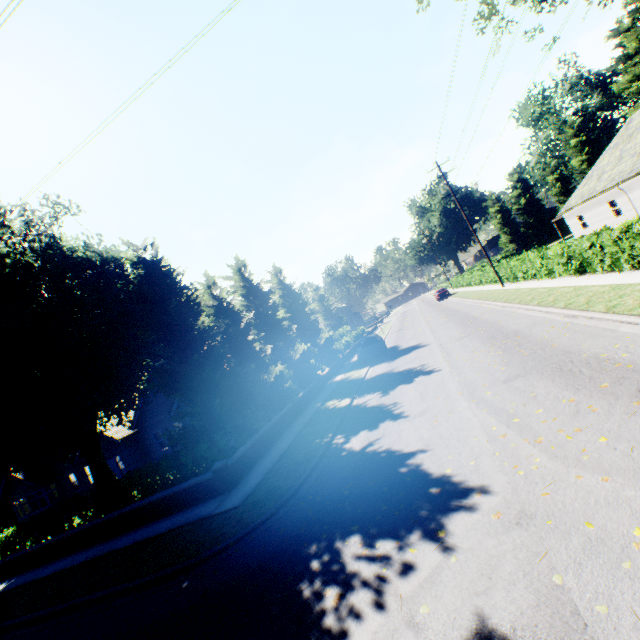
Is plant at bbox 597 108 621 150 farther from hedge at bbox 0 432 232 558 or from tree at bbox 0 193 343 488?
hedge at bbox 0 432 232 558

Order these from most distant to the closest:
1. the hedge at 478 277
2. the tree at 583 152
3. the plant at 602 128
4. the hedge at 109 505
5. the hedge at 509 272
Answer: the plant at 602 128, the tree at 583 152, the hedge at 478 277, the hedge at 509 272, the hedge at 109 505

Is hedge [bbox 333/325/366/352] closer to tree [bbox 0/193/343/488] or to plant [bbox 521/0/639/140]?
tree [bbox 0/193/343/488]

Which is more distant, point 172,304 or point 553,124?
point 553,124

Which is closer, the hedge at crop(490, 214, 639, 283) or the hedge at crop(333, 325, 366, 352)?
the hedge at crop(490, 214, 639, 283)

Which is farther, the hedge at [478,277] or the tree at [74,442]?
the hedge at [478,277]

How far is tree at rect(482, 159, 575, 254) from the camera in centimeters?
5269cm

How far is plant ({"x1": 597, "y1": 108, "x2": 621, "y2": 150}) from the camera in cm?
5640
